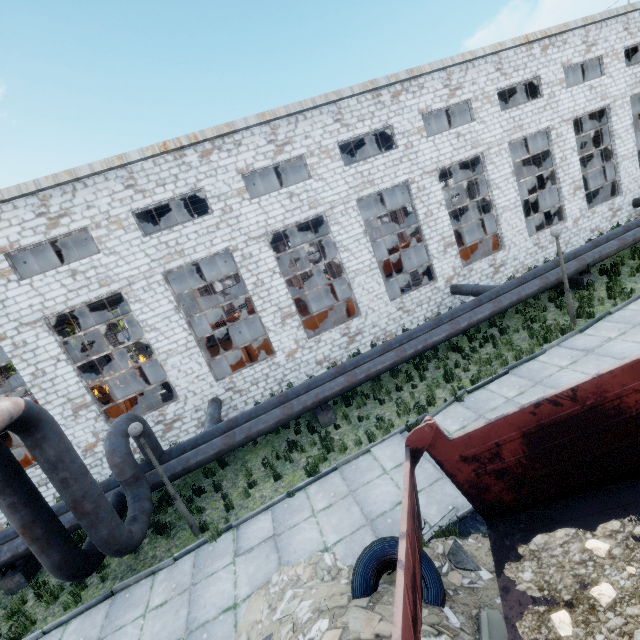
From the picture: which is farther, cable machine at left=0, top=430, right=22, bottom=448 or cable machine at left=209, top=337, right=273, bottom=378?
cable machine at left=209, top=337, right=273, bottom=378

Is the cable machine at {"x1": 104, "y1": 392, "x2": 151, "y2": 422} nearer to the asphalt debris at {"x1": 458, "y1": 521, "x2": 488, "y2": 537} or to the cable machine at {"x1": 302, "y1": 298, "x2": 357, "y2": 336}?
the cable machine at {"x1": 302, "y1": 298, "x2": 357, "y2": 336}

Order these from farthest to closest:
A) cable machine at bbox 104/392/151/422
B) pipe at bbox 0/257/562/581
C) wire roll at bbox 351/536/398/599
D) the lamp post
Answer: cable machine at bbox 104/392/151/422
the lamp post
pipe at bbox 0/257/562/581
wire roll at bbox 351/536/398/599

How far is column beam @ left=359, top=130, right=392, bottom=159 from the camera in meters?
23.6 m

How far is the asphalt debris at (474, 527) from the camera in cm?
574

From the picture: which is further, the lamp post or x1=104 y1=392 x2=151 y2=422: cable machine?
x1=104 y1=392 x2=151 y2=422: cable machine

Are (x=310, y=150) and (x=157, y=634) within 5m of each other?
no

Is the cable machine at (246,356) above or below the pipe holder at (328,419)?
above
